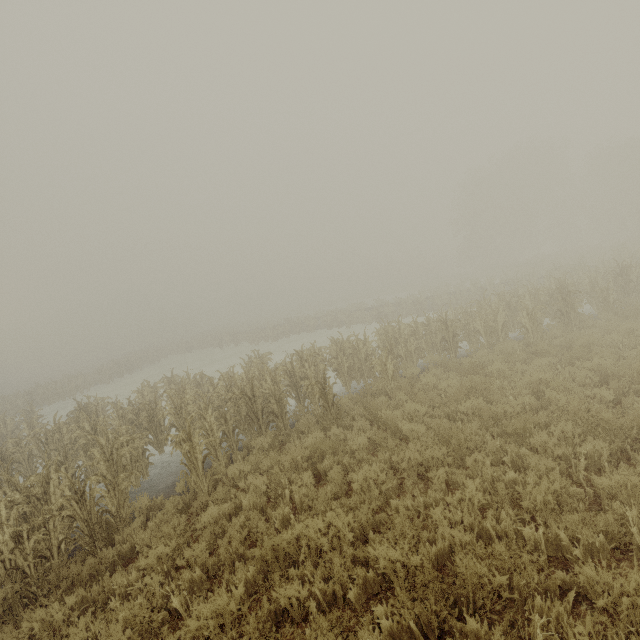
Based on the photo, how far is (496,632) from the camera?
2.9 meters
